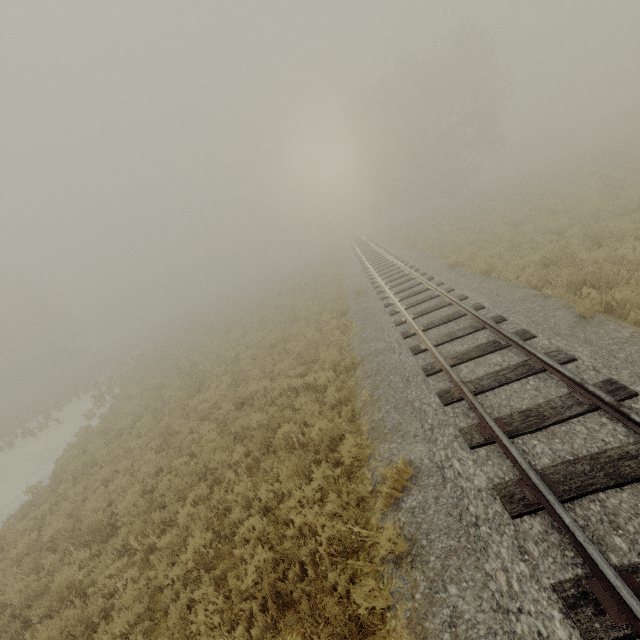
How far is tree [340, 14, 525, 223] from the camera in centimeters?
3394cm

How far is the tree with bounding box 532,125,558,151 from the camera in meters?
54.8 m

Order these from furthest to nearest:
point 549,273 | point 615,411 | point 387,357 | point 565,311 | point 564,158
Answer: point 564,158 → point 549,273 → point 387,357 → point 565,311 → point 615,411

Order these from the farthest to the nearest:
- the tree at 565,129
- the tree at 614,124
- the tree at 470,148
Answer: the tree at 565,129 < the tree at 470,148 < the tree at 614,124

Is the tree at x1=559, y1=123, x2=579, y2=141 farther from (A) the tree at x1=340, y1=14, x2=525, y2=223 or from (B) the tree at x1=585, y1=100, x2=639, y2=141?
(A) the tree at x1=340, y1=14, x2=525, y2=223

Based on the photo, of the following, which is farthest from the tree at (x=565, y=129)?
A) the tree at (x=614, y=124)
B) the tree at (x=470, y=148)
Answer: the tree at (x=470, y=148)

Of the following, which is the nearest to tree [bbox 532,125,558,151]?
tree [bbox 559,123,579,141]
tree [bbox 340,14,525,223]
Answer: tree [bbox 559,123,579,141]
